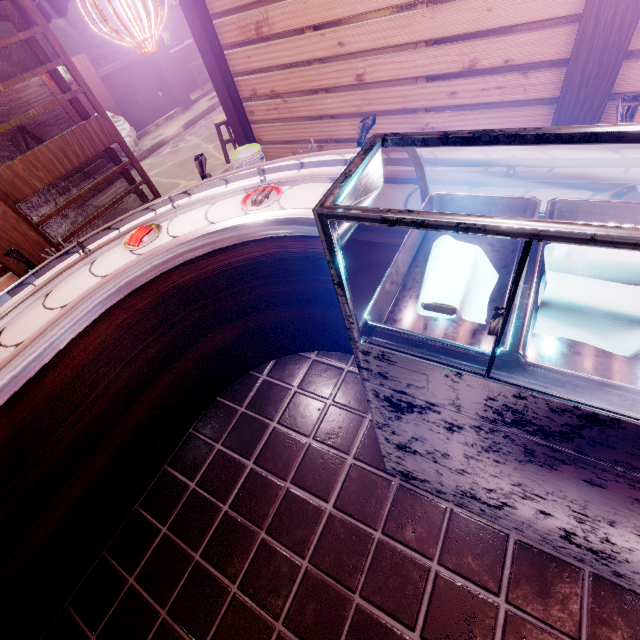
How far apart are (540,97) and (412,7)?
3.0 meters

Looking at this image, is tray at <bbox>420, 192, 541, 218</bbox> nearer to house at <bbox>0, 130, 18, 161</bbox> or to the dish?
the dish

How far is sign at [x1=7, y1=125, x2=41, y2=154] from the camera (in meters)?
11.34

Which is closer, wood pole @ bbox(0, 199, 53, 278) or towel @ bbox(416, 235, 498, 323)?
towel @ bbox(416, 235, 498, 323)

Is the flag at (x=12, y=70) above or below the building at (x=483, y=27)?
above

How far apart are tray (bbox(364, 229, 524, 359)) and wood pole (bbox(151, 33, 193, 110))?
20.4m

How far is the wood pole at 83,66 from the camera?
13.4 meters

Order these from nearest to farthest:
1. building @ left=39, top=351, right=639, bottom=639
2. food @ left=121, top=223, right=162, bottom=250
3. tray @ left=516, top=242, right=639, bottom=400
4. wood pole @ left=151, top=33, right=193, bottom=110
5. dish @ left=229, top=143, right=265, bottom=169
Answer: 1. tray @ left=516, top=242, right=639, bottom=400
2. building @ left=39, top=351, right=639, bottom=639
3. food @ left=121, top=223, right=162, bottom=250
4. dish @ left=229, top=143, right=265, bottom=169
5. wood pole @ left=151, top=33, right=193, bottom=110
